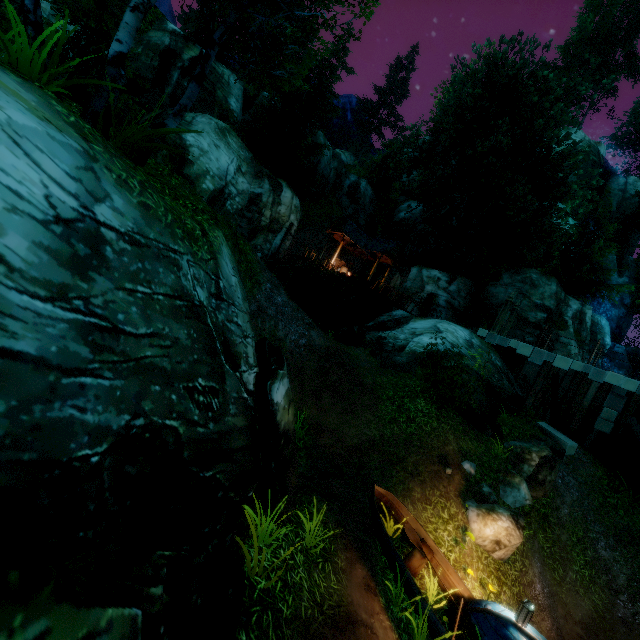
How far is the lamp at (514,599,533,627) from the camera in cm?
625

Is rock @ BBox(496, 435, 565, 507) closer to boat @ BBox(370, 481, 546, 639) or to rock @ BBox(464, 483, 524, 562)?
rock @ BBox(464, 483, 524, 562)

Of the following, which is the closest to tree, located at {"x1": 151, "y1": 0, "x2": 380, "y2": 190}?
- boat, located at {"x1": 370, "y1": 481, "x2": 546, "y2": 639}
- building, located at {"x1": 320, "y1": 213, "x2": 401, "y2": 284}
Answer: building, located at {"x1": 320, "y1": 213, "x2": 401, "y2": 284}

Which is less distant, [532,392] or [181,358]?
[181,358]

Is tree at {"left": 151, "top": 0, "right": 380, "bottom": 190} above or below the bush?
above

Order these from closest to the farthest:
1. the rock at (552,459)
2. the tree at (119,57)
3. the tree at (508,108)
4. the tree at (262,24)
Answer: the tree at (119,57)
the tree at (262,24)
the rock at (552,459)
the tree at (508,108)

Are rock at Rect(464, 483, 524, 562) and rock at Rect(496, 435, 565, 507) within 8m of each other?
yes

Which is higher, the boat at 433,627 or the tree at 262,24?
the tree at 262,24
